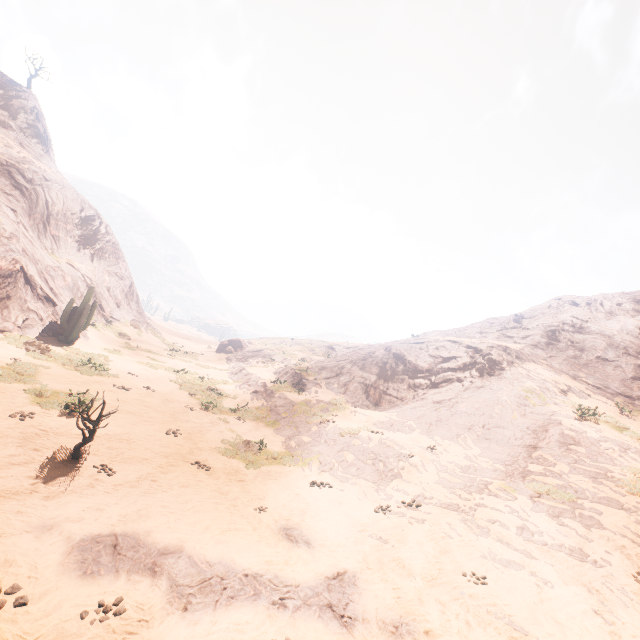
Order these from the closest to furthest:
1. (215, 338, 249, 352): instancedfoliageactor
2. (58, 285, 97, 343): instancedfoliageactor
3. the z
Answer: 1. the z
2. (58, 285, 97, 343): instancedfoliageactor
3. (215, 338, 249, 352): instancedfoliageactor

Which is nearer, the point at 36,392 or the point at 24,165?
the point at 36,392

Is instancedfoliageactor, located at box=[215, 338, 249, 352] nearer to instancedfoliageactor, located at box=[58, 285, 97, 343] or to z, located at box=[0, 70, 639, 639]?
z, located at box=[0, 70, 639, 639]

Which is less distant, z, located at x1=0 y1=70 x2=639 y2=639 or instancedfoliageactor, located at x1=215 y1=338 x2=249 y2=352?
z, located at x1=0 y1=70 x2=639 y2=639

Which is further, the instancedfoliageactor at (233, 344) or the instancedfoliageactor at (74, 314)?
the instancedfoliageactor at (233, 344)

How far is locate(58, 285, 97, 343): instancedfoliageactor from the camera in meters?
20.7

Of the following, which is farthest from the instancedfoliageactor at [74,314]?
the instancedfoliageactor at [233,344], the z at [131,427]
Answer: the instancedfoliageactor at [233,344]
